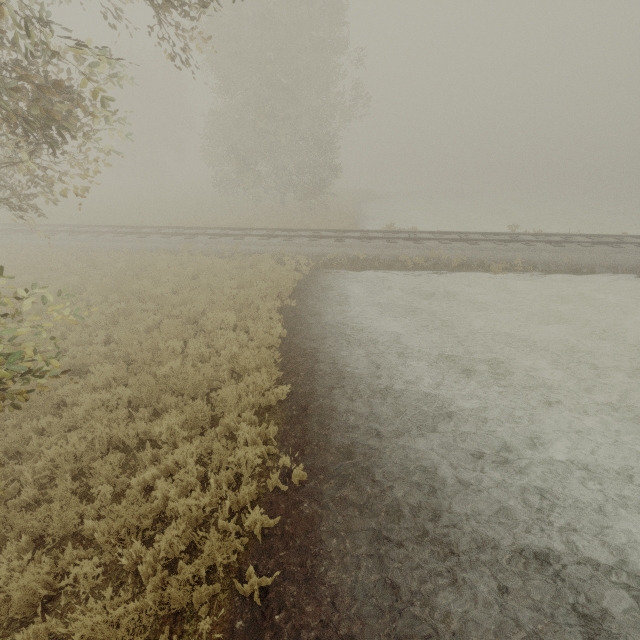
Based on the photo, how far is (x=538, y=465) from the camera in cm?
608
